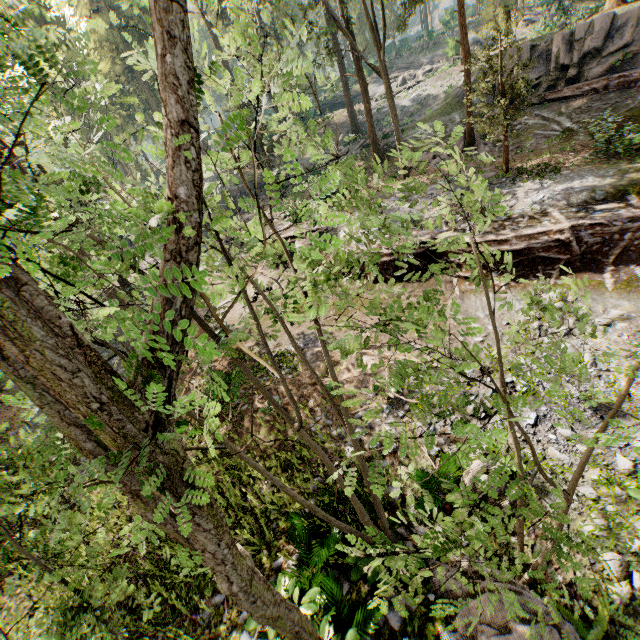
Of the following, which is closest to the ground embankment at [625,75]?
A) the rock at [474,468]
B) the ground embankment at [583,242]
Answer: the ground embankment at [583,242]

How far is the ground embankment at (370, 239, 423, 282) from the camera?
Answer: 14.2m

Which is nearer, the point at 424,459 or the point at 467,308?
the point at 424,459

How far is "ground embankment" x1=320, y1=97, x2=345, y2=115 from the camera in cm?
5228

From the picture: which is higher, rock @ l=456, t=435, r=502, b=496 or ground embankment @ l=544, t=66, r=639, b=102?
ground embankment @ l=544, t=66, r=639, b=102

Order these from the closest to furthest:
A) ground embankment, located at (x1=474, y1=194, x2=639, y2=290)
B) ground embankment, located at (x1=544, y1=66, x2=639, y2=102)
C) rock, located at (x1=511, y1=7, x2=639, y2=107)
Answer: ground embankment, located at (x1=474, y1=194, x2=639, y2=290) → ground embankment, located at (x1=544, y1=66, x2=639, y2=102) → rock, located at (x1=511, y1=7, x2=639, y2=107)

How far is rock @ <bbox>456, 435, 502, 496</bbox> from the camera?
7.19m

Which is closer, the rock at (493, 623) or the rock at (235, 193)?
the rock at (493, 623)
